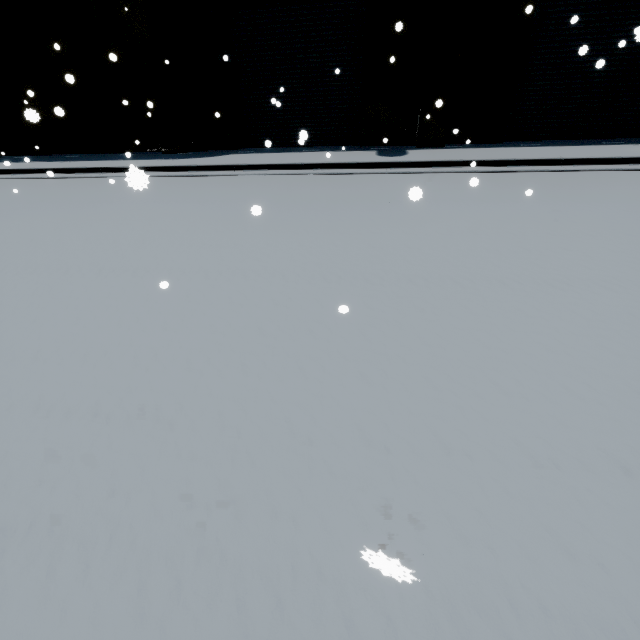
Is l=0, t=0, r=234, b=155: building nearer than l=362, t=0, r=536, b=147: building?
No

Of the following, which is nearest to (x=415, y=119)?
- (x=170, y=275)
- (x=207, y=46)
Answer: (x=207, y=46)

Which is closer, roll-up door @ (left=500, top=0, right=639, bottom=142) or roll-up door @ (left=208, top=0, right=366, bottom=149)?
roll-up door @ (left=500, top=0, right=639, bottom=142)

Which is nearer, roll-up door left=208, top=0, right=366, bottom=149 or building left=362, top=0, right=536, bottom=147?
building left=362, top=0, right=536, bottom=147

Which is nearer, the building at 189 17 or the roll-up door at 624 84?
the roll-up door at 624 84

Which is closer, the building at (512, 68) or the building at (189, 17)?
the building at (512, 68)
